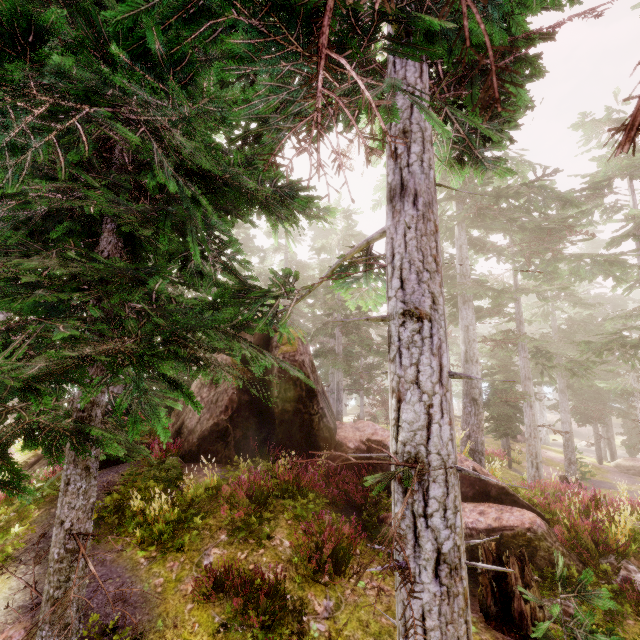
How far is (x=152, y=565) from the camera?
6.7m

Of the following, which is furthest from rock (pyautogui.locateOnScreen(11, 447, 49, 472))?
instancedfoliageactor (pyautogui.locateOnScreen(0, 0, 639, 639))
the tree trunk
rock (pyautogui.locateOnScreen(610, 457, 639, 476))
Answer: rock (pyautogui.locateOnScreen(610, 457, 639, 476))

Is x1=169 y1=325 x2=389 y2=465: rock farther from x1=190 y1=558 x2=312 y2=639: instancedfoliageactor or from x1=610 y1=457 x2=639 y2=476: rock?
x1=610 y1=457 x2=639 y2=476: rock

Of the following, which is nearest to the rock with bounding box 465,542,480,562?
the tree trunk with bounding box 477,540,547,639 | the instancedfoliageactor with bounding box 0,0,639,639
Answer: the instancedfoliageactor with bounding box 0,0,639,639

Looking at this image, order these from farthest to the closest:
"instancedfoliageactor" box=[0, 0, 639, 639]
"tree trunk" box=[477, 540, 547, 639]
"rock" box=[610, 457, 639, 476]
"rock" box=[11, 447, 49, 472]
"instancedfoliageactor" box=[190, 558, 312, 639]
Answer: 1. "rock" box=[610, 457, 639, 476]
2. "rock" box=[11, 447, 49, 472]
3. "tree trunk" box=[477, 540, 547, 639]
4. "instancedfoliageactor" box=[190, 558, 312, 639]
5. "instancedfoliageactor" box=[0, 0, 639, 639]

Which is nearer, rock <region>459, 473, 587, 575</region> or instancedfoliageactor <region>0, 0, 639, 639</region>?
instancedfoliageactor <region>0, 0, 639, 639</region>

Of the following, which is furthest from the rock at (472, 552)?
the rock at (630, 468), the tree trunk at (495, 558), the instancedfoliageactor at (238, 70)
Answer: the rock at (630, 468)

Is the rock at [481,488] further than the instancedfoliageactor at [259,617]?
Yes
